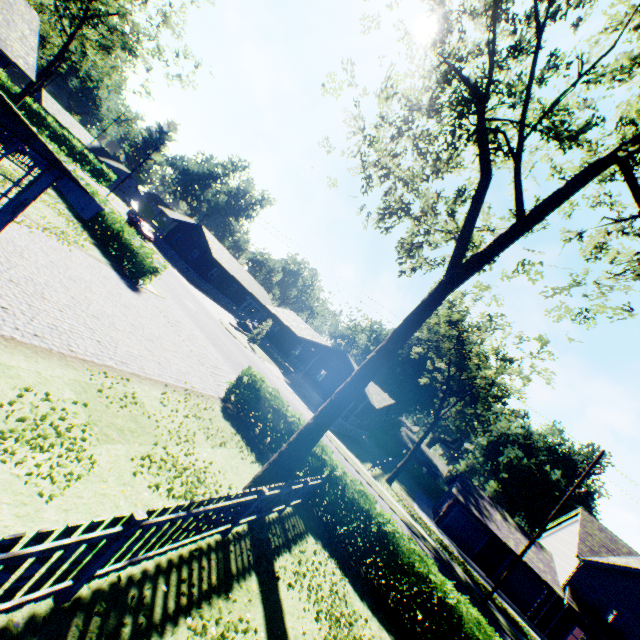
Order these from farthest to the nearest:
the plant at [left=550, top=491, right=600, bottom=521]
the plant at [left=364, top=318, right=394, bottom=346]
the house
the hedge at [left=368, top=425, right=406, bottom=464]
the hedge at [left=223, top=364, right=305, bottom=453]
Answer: the plant at [left=364, top=318, right=394, bottom=346]
the hedge at [left=368, top=425, right=406, bottom=464]
the plant at [left=550, top=491, right=600, bottom=521]
the house
the hedge at [left=223, top=364, right=305, bottom=453]

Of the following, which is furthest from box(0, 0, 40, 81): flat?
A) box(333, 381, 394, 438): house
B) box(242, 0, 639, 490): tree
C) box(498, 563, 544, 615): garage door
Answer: box(498, 563, 544, 615): garage door

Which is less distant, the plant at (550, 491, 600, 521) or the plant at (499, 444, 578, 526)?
the plant at (550, 491, 600, 521)

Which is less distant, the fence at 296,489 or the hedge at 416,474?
the fence at 296,489

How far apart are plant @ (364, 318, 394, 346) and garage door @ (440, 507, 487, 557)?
28.82m

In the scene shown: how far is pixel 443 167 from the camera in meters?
11.1

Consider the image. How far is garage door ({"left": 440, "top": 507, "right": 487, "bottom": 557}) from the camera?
30.6 meters

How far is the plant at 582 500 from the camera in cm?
5312
